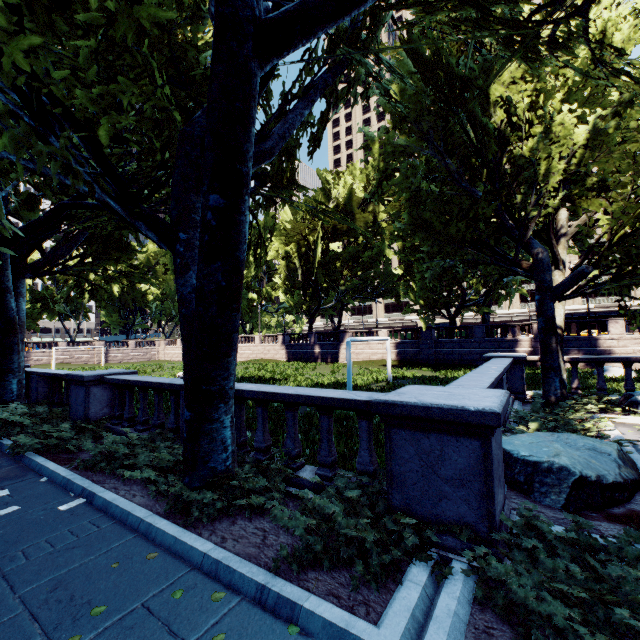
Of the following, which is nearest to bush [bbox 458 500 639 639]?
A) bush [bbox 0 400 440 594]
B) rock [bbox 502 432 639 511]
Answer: bush [bbox 0 400 440 594]

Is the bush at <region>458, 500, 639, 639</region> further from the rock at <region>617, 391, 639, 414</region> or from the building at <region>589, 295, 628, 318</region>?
the building at <region>589, 295, 628, 318</region>

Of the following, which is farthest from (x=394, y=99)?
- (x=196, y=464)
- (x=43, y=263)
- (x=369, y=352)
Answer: (x=369, y=352)

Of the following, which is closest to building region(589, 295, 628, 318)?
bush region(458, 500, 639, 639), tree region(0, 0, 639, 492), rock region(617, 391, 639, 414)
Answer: tree region(0, 0, 639, 492)

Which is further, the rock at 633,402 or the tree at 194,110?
the rock at 633,402

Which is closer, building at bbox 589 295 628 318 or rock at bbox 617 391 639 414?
rock at bbox 617 391 639 414

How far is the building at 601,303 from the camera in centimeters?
5786cm

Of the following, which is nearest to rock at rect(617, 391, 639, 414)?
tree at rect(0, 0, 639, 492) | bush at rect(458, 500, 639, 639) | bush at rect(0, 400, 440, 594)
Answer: tree at rect(0, 0, 639, 492)
